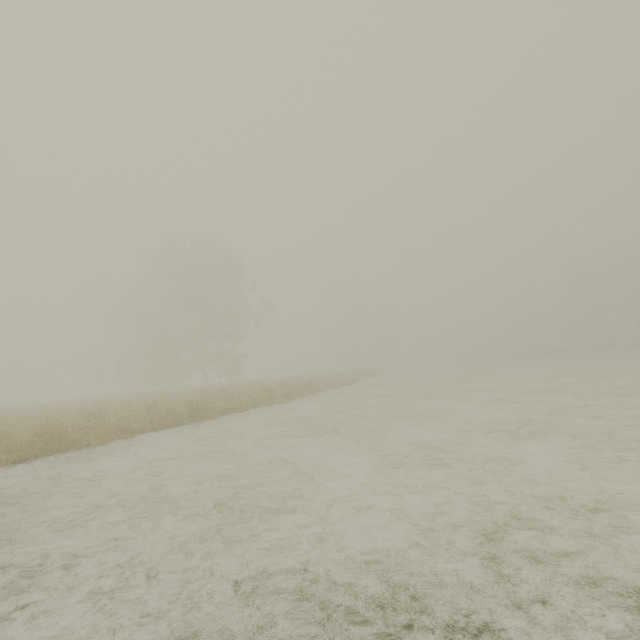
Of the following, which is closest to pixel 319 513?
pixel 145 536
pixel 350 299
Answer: pixel 145 536
